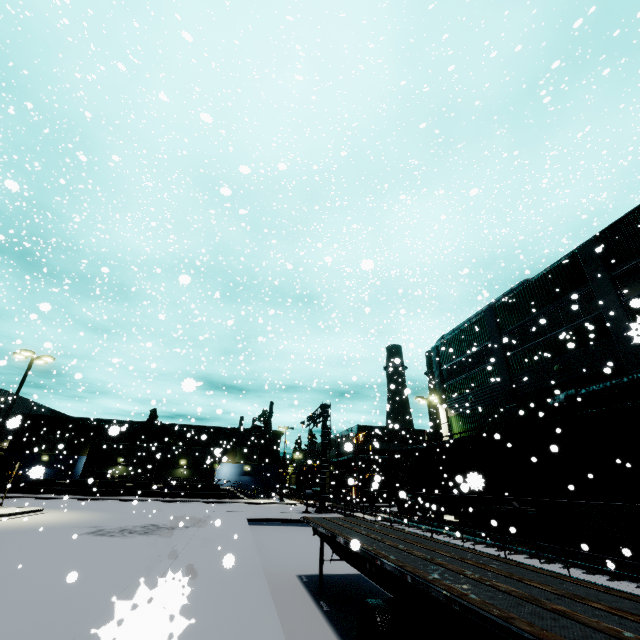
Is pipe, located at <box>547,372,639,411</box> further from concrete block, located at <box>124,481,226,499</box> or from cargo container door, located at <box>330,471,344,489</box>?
concrete block, located at <box>124,481,226,499</box>

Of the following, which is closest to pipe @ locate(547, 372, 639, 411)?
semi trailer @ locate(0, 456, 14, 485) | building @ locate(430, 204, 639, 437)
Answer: building @ locate(430, 204, 639, 437)

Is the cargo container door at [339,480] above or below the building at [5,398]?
below

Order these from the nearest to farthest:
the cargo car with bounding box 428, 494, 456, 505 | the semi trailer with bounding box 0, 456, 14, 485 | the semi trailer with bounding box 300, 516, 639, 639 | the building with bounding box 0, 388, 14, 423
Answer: the semi trailer with bounding box 300, 516, 639, 639 < the cargo car with bounding box 428, 494, 456, 505 < the building with bounding box 0, 388, 14, 423 < the semi trailer with bounding box 0, 456, 14, 485

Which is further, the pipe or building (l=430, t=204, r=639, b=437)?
building (l=430, t=204, r=639, b=437)

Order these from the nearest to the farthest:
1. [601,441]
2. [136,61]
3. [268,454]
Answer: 1. [601,441]
2. [136,61]
3. [268,454]

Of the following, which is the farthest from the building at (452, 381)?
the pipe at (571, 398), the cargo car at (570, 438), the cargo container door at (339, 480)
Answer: the cargo container door at (339, 480)

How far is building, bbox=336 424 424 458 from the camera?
49.3 meters
